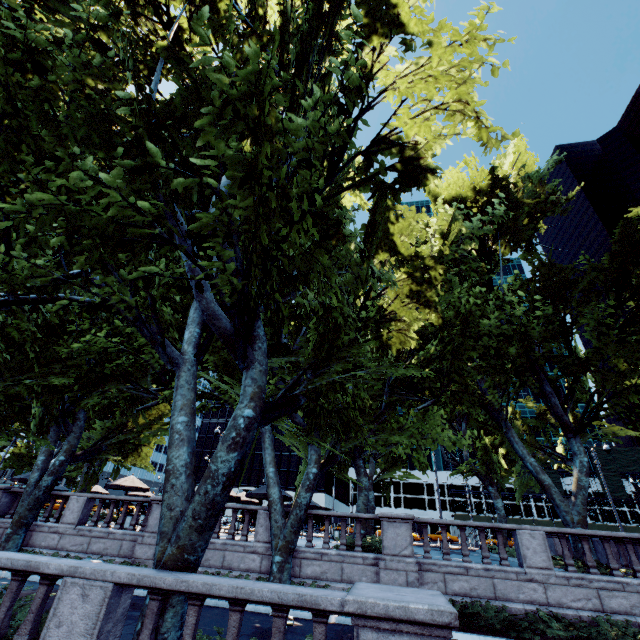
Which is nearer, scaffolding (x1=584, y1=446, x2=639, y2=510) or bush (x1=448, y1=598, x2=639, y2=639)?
bush (x1=448, y1=598, x2=639, y2=639)

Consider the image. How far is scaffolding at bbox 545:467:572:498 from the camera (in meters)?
53.04

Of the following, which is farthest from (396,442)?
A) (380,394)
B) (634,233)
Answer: (634,233)

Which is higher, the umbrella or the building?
the building

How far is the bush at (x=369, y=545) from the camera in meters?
13.6 m

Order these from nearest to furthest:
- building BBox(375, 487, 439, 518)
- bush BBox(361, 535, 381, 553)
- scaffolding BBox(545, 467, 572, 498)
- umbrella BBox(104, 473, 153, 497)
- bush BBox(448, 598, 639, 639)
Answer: bush BBox(448, 598, 639, 639) < bush BBox(361, 535, 381, 553) < umbrella BBox(104, 473, 153, 497) < scaffolding BBox(545, 467, 572, 498) < building BBox(375, 487, 439, 518)

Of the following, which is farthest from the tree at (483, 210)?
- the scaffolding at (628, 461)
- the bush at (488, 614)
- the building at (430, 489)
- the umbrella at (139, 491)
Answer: the building at (430, 489)

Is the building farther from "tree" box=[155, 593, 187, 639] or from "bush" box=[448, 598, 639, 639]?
"bush" box=[448, 598, 639, 639]
